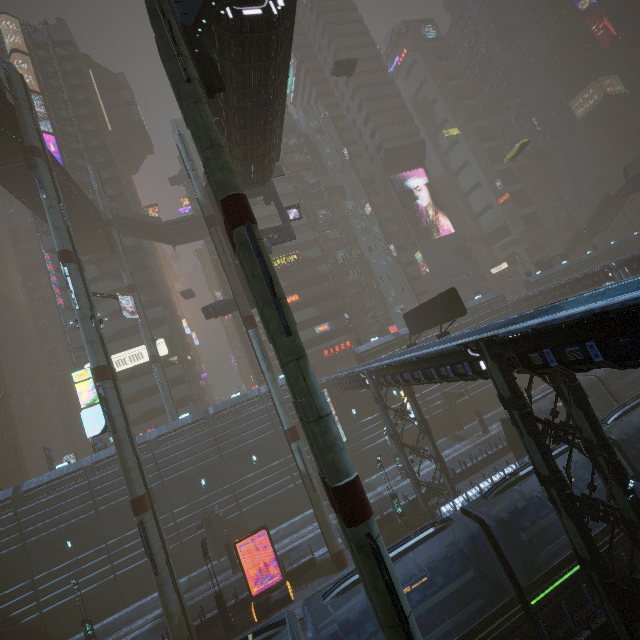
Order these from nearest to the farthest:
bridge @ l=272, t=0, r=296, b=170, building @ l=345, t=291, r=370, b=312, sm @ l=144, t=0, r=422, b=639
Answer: sm @ l=144, t=0, r=422, b=639 → bridge @ l=272, t=0, r=296, b=170 → building @ l=345, t=291, r=370, b=312

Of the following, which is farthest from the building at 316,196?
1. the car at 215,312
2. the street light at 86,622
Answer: the car at 215,312

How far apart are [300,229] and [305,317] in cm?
1500

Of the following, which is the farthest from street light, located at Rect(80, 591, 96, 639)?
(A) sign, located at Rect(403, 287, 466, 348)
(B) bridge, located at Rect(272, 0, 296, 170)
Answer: (B) bridge, located at Rect(272, 0, 296, 170)

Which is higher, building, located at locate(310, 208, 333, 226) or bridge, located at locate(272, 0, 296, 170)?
building, located at locate(310, 208, 333, 226)

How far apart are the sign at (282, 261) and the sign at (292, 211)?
20.0 meters

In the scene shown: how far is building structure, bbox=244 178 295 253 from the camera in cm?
2800

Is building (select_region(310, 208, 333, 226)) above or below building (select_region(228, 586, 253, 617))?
above
